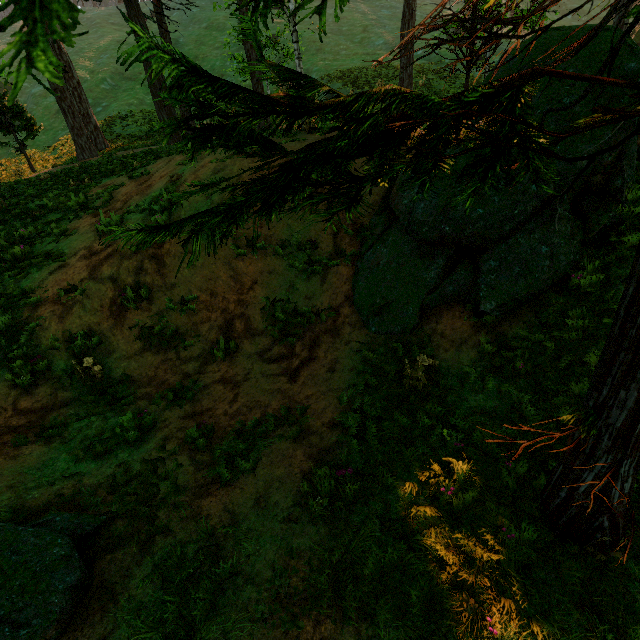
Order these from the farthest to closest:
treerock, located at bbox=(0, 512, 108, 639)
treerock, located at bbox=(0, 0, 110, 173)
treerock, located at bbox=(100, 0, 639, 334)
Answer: treerock, located at bbox=(0, 512, 108, 639) < treerock, located at bbox=(100, 0, 639, 334) < treerock, located at bbox=(0, 0, 110, 173)

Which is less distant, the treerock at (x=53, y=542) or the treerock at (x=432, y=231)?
the treerock at (x=432, y=231)

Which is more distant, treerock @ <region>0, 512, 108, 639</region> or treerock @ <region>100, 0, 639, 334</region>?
treerock @ <region>0, 512, 108, 639</region>

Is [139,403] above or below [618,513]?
below
